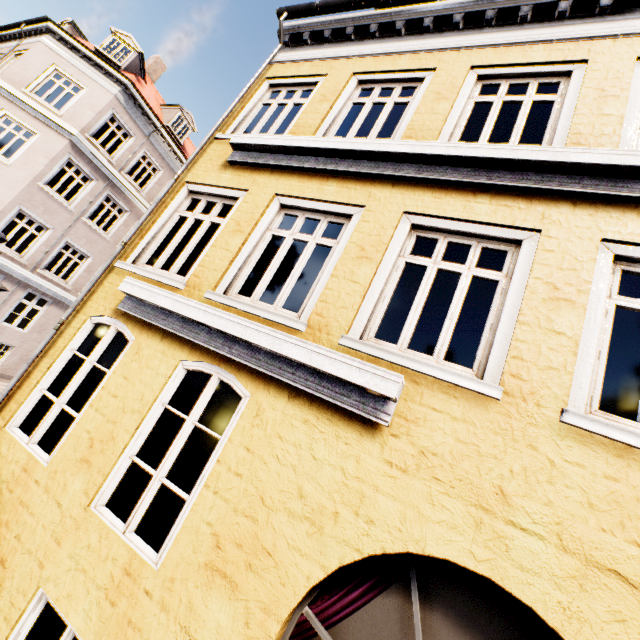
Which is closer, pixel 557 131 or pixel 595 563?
pixel 595 563
